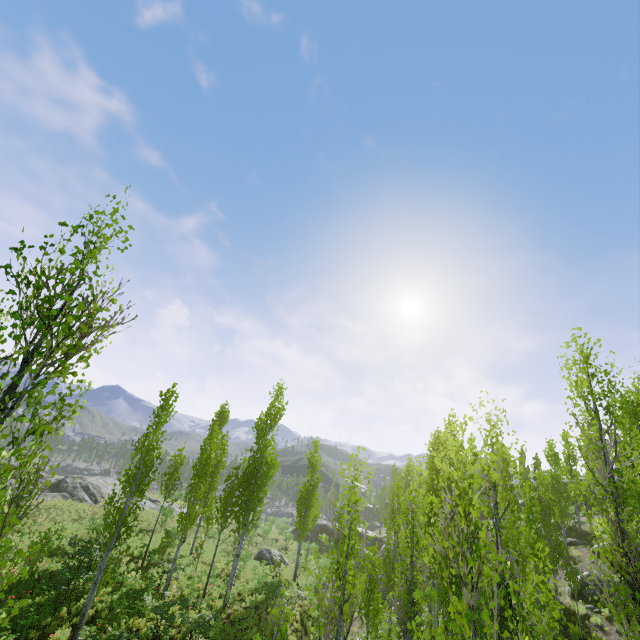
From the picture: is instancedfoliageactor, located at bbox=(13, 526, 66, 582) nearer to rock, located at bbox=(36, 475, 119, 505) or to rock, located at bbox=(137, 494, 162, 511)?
rock, located at bbox=(137, 494, 162, 511)

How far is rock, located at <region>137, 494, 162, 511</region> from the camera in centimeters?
3499cm

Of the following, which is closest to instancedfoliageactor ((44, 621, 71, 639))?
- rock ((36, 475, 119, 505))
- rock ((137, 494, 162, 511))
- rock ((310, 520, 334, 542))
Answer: rock ((137, 494, 162, 511))

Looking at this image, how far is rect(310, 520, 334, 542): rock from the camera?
43.27m

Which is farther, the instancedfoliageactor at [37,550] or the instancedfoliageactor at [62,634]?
the instancedfoliageactor at [62,634]

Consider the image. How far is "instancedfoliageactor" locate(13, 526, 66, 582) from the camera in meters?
4.4

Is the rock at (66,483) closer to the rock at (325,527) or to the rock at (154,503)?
the rock at (325,527)

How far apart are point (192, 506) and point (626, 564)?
18.1 meters
